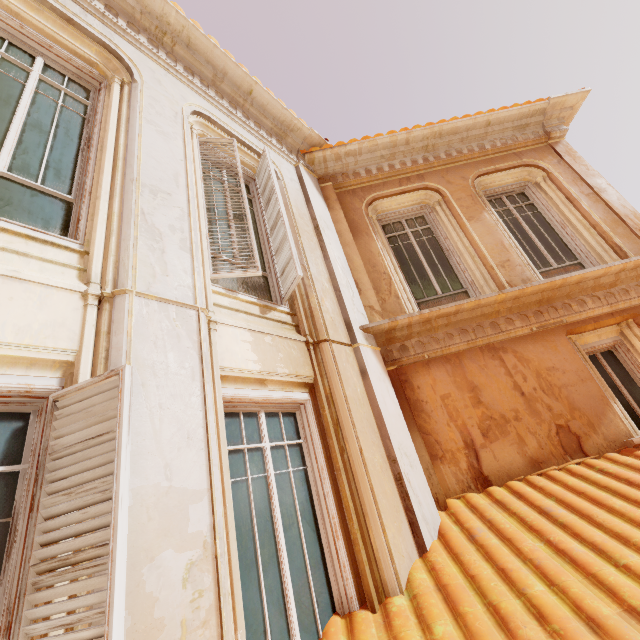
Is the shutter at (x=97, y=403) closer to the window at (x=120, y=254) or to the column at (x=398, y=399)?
the window at (x=120, y=254)

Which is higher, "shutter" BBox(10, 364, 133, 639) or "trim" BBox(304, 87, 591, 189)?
"trim" BBox(304, 87, 591, 189)

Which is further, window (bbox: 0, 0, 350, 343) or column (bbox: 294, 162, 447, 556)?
column (bbox: 294, 162, 447, 556)

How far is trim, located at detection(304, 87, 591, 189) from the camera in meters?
6.4

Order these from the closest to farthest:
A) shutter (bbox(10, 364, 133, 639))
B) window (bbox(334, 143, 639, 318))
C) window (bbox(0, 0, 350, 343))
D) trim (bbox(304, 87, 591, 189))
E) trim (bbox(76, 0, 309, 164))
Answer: shutter (bbox(10, 364, 133, 639)), window (bbox(0, 0, 350, 343)), trim (bbox(76, 0, 309, 164)), window (bbox(334, 143, 639, 318)), trim (bbox(304, 87, 591, 189))

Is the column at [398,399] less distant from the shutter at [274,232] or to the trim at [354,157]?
the trim at [354,157]

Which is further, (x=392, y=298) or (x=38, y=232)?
(x=392, y=298)

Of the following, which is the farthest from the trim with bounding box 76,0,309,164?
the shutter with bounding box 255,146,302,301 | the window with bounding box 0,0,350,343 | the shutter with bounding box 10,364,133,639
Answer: the shutter with bounding box 10,364,133,639
